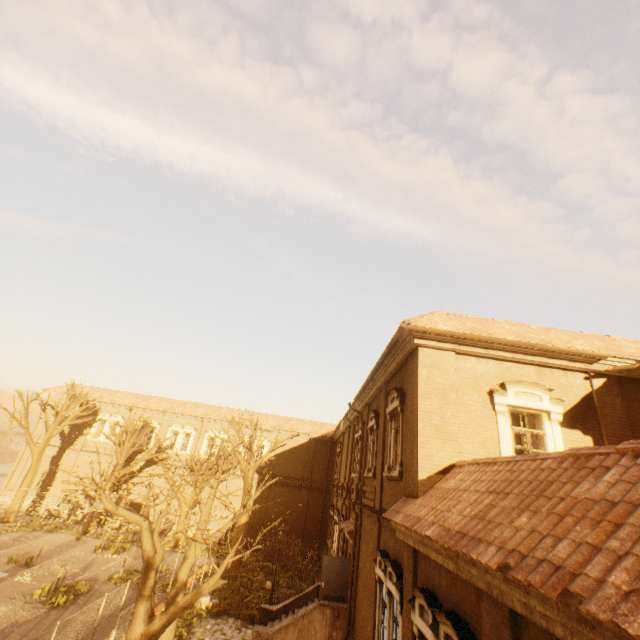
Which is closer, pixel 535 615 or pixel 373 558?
pixel 535 615

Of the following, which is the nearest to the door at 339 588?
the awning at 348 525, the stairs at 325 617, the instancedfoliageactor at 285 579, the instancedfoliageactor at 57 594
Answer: the stairs at 325 617

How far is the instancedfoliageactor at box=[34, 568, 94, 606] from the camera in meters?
14.6

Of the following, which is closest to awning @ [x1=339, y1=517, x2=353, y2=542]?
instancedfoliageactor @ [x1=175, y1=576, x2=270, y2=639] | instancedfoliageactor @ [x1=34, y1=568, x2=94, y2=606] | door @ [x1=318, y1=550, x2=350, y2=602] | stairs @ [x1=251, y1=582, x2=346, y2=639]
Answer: door @ [x1=318, y1=550, x2=350, y2=602]

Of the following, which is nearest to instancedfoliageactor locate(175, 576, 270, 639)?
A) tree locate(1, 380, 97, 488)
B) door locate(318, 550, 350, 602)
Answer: tree locate(1, 380, 97, 488)

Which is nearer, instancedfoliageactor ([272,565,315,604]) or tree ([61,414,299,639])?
tree ([61,414,299,639])

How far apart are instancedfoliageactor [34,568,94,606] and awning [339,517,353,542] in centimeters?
1309cm

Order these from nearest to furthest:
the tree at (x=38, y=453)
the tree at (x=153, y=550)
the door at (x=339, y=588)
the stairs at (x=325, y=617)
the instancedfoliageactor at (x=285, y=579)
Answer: the tree at (x=153, y=550) < the stairs at (x=325, y=617) < the door at (x=339, y=588) < the instancedfoliageactor at (x=285, y=579) < the tree at (x=38, y=453)
